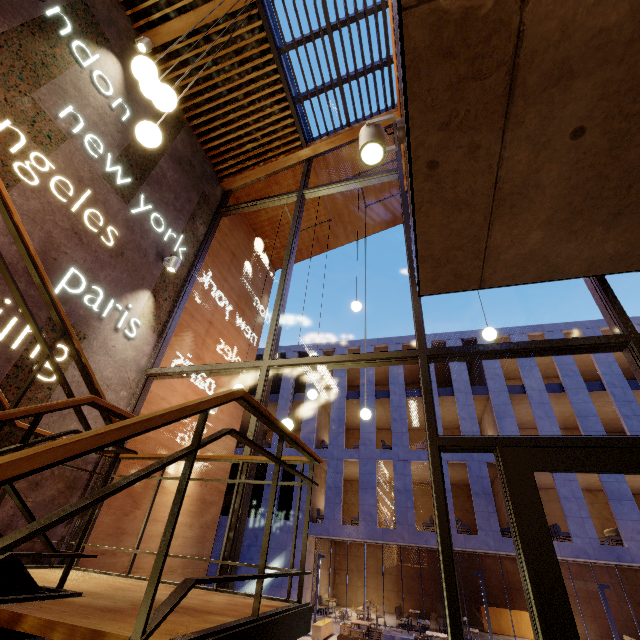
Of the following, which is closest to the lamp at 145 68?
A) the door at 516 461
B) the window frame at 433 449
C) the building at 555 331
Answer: the window frame at 433 449

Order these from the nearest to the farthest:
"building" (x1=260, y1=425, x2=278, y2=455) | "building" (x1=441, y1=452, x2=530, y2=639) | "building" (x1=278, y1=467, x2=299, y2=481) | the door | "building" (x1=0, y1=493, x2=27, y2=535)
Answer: the door → "building" (x1=0, y1=493, x2=27, y2=535) → "building" (x1=441, y1=452, x2=530, y2=639) → "building" (x1=278, y1=467, x2=299, y2=481) → "building" (x1=260, y1=425, x2=278, y2=455)

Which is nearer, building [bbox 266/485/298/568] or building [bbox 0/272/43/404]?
building [bbox 0/272/43/404]

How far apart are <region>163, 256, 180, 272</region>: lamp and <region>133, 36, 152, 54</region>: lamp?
3.3m

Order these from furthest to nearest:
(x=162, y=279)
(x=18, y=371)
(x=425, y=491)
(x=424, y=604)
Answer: (x=425, y=491) < (x=424, y=604) < (x=162, y=279) < (x=18, y=371)

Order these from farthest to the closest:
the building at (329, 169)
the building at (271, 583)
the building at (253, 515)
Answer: the building at (253, 515) < the building at (271, 583) < the building at (329, 169)

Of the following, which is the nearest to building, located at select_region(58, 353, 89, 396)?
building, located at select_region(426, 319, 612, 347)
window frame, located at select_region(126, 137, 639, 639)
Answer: window frame, located at select_region(126, 137, 639, 639)

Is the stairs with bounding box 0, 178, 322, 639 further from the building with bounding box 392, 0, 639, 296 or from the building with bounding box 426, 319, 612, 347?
the building with bounding box 426, 319, 612, 347
